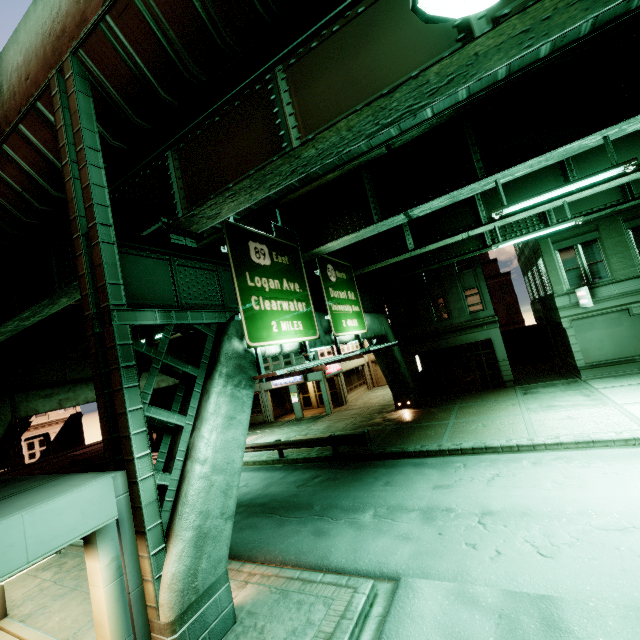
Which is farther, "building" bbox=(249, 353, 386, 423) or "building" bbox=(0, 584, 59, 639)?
"building" bbox=(249, 353, 386, 423)

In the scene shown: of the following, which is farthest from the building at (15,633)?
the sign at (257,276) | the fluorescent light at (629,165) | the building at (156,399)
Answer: the building at (156,399)

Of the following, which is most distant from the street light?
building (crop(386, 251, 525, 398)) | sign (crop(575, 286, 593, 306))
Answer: building (crop(386, 251, 525, 398))

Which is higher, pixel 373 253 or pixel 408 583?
pixel 373 253

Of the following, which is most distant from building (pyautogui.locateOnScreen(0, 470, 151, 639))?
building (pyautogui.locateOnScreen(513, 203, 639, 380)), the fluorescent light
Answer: building (pyautogui.locateOnScreen(513, 203, 639, 380))

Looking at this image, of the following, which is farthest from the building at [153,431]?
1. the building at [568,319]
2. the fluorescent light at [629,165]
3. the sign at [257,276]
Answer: the building at [568,319]

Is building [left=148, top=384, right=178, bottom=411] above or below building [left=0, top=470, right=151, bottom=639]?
above

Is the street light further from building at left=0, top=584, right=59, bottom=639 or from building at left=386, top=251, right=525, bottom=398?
building at left=386, top=251, right=525, bottom=398
